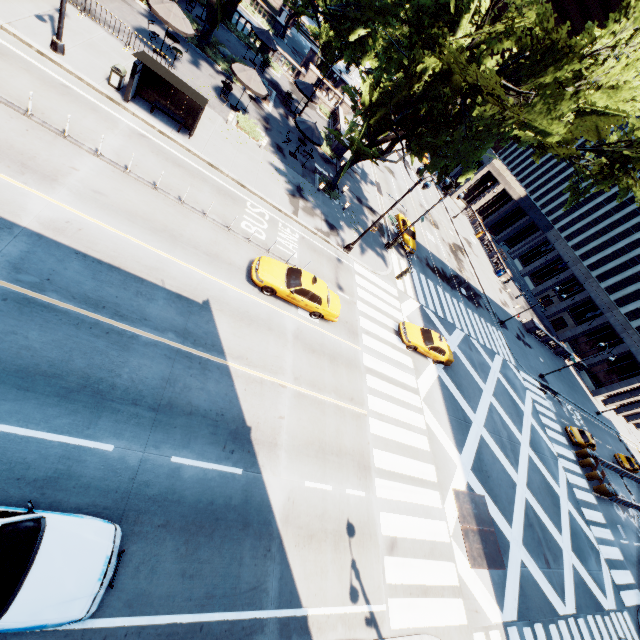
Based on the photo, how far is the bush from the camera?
22.8m

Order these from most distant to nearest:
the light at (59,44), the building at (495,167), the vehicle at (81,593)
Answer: the building at (495,167)
the light at (59,44)
the vehicle at (81,593)

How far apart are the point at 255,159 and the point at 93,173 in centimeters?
1117cm

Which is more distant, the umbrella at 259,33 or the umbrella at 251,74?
the umbrella at 259,33

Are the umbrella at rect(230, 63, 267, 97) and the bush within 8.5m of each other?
yes

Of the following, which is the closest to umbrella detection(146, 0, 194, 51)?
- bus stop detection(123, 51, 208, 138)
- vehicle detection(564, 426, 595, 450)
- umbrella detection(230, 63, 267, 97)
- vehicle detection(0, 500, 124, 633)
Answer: umbrella detection(230, 63, 267, 97)

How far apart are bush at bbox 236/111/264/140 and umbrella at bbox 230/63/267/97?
1.56m

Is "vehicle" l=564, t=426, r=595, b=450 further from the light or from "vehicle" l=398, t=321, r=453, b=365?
the light
